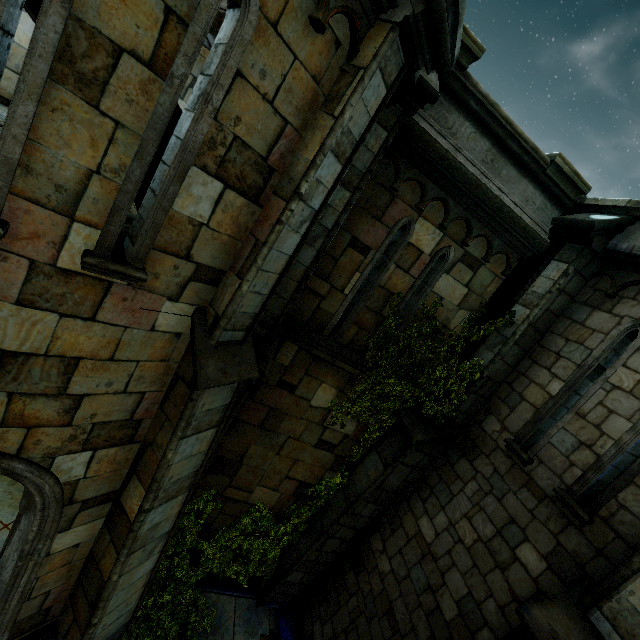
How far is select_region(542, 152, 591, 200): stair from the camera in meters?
5.2 m

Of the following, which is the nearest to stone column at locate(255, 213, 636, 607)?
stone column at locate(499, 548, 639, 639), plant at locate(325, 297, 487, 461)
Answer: plant at locate(325, 297, 487, 461)

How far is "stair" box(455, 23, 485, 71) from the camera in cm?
418

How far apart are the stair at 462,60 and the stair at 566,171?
2.0m

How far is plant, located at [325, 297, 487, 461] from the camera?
5.9m

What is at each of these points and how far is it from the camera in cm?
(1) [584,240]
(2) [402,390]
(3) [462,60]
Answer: (1) stone column, 517
(2) plant, 647
(3) stair, 433

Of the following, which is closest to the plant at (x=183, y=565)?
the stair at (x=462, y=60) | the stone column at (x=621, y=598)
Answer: the stone column at (x=621, y=598)

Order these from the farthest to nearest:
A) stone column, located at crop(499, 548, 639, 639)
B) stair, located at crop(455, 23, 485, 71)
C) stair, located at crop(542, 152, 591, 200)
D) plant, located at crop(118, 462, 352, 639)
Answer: plant, located at crop(118, 462, 352, 639) → stair, located at crop(542, 152, 591, 200) → stair, located at crop(455, 23, 485, 71) → stone column, located at crop(499, 548, 639, 639)
